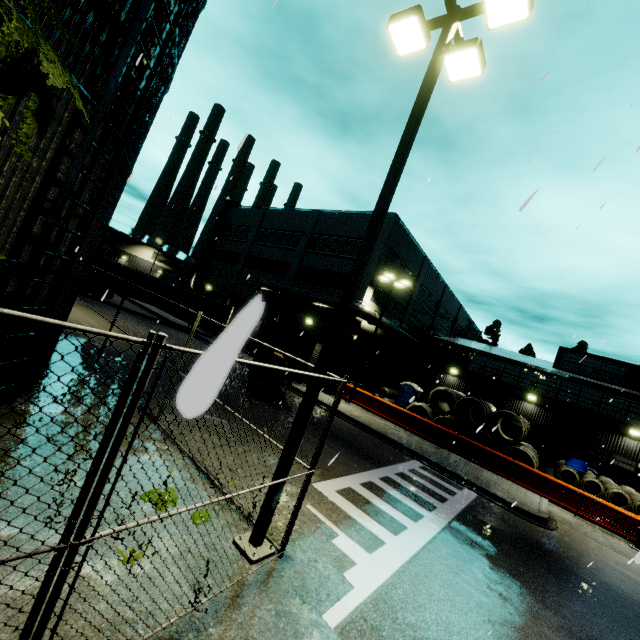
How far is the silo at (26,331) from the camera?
5.8 meters

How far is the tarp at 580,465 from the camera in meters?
18.7

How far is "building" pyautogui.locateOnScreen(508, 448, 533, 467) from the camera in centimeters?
2406cm

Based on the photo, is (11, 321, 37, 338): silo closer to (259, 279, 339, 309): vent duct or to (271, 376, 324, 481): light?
(259, 279, 339, 309): vent duct

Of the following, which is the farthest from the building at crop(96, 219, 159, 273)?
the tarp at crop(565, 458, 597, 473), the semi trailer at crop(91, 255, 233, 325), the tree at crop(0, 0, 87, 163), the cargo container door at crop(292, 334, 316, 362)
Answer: the cargo container door at crop(292, 334, 316, 362)

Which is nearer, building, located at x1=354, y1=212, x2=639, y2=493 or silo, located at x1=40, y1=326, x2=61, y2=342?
silo, located at x1=40, y1=326, x2=61, y2=342

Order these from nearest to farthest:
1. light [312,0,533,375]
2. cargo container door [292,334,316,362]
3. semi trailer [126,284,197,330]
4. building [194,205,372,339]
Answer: light [312,0,533,375]
cargo container door [292,334,316,362]
building [194,205,372,339]
semi trailer [126,284,197,330]

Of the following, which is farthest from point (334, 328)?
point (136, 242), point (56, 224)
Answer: point (136, 242)
